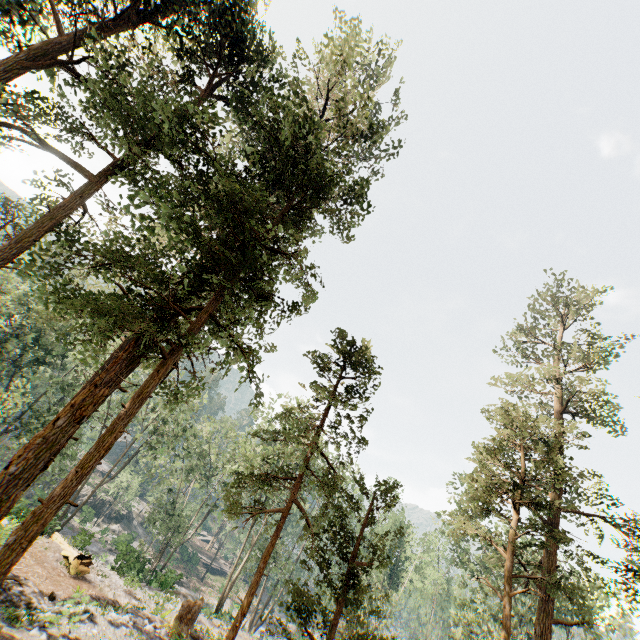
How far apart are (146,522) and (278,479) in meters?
46.2 m

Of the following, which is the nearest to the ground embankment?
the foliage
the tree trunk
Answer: the foliage

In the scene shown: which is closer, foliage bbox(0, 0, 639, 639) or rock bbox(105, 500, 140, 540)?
A: foliage bbox(0, 0, 639, 639)

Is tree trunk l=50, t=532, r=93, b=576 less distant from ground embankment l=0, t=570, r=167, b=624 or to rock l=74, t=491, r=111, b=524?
ground embankment l=0, t=570, r=167, b=624

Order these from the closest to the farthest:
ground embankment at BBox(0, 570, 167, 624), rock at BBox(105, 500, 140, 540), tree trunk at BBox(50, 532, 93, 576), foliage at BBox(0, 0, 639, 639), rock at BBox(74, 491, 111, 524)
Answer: foliage at BBox(0, 0, 639, 639), ground embankment at BBox(0, 570, 167, 624), tree trunk at BBox(50, 532, 93, 576), rock at BBox(74, 491, 111, 524), rock at BBox(105, 500, 140, 540)

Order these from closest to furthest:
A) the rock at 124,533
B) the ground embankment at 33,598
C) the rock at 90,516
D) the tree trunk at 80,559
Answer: the ground embankment at 33,598
the tree trunk at 80,559
the rock at 90,516
the rock at 124,533

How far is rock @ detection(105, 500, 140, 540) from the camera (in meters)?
47.28

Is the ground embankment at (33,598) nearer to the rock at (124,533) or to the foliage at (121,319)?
the foliage at (121,319)
